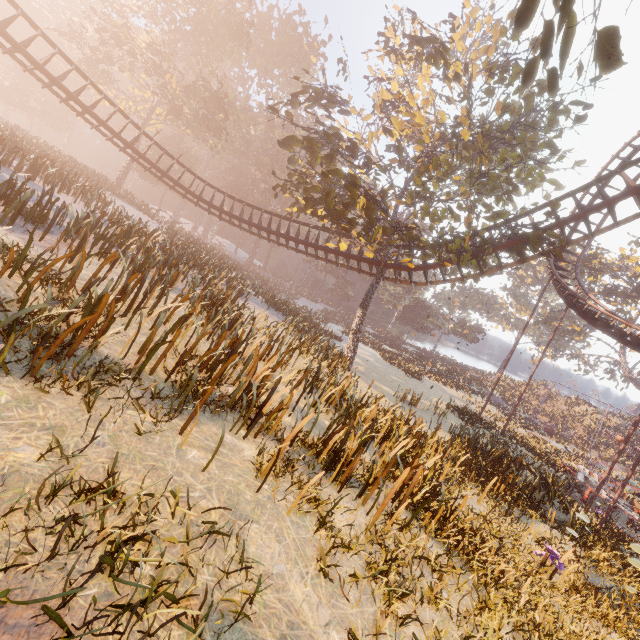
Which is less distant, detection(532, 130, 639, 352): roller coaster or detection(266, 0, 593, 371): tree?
detection(266, 0, 593, 371): tree

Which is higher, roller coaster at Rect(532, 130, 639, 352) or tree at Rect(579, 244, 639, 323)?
tree at Rect(579, 244, 639, 323)

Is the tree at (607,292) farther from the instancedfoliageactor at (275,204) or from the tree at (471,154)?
the tree at (471,154)

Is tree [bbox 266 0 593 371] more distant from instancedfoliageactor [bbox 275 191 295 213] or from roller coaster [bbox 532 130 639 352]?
instancedfoliageactor [bbox 275 191 295 213]

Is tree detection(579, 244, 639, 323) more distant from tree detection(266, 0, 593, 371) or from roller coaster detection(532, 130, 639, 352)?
tree detection(266, 0, 593, 371)

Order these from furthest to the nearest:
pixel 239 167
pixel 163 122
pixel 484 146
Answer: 1. pixel 239 167
2. pixel 163 122
3. pixel 484 146

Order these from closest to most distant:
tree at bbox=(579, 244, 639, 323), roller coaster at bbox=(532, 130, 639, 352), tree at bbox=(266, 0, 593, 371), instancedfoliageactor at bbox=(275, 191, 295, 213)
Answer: tree at bbox=(266, 0, 593, 371)
roller coaster at bbox=(532, 130, 639, 352)
tree at bbox=(579, 244, 639, 323)
instancedfoliageactor at bbox=(275, 191, 295, 213)

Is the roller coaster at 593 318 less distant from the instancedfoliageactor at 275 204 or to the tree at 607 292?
the instancedfoliageactor at 275 204
